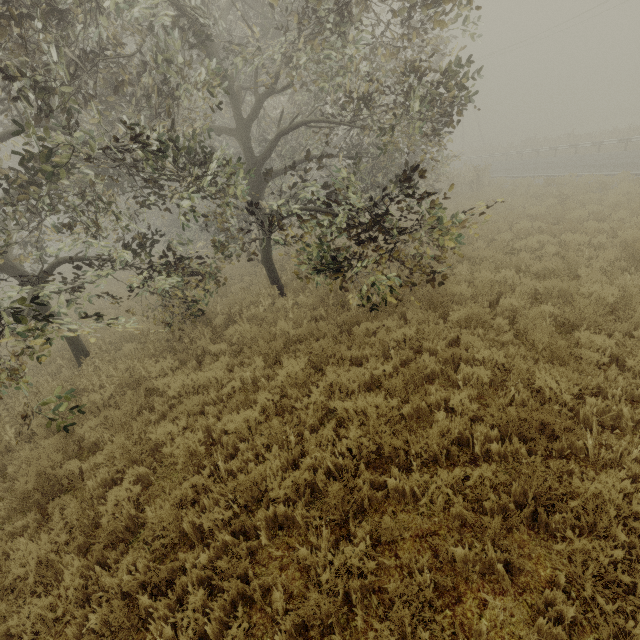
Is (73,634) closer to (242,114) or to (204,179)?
(204,179)
